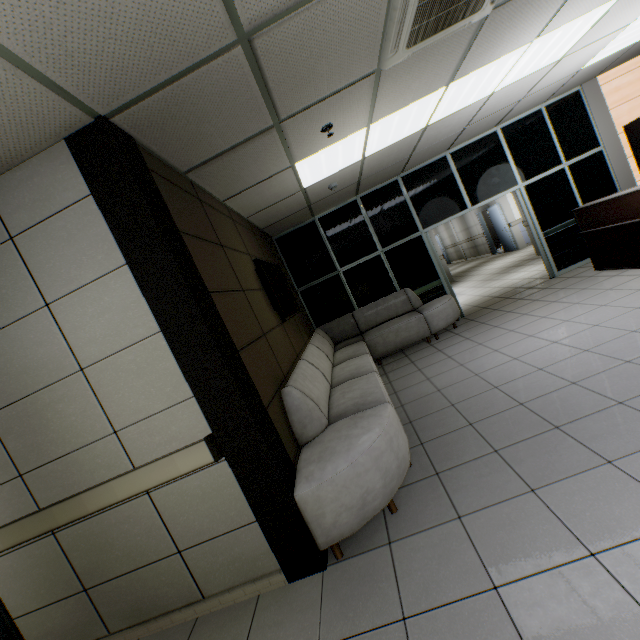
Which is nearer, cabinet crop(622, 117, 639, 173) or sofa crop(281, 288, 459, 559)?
sofa crop(281, 288, 459, 559)

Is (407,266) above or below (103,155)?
below

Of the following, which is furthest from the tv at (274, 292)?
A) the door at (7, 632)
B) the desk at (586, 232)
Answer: the desk at (586, 232)

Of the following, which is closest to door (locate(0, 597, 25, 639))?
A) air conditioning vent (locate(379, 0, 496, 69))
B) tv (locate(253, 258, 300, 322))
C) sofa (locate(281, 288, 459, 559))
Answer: sofa (locate(281, 288, 459, 559))

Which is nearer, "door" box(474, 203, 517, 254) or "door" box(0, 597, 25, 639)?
"door" box(0, 597, 25, 639)

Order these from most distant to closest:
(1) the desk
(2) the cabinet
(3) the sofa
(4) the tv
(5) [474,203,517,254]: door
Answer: (5) [474,203,517,254]: door → (2) the cabinet → (1) the desk → (4) the tv → (3) the sofa

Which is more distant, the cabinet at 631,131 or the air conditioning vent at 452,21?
the cabinet at 631,131

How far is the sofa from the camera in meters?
2.2 m
